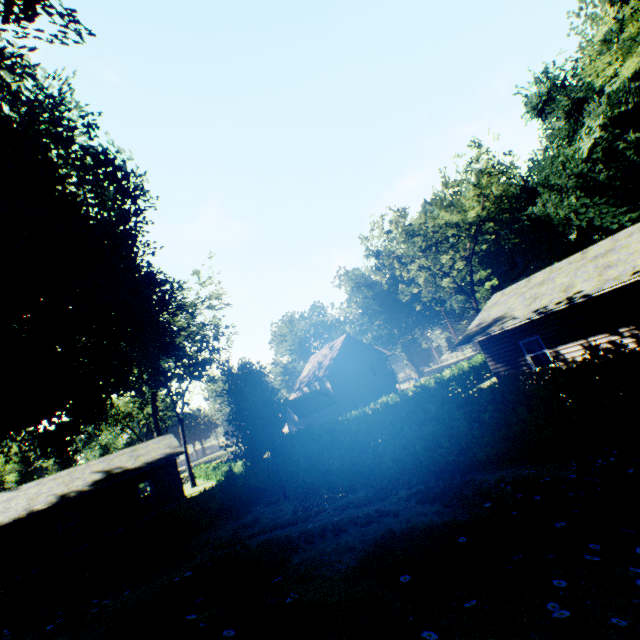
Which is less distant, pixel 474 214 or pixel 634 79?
pixel 474 214

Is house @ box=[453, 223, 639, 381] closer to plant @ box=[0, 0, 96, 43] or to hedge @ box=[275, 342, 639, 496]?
hedge @ box=[275, 342, 639, 496]

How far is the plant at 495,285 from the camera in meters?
56.3

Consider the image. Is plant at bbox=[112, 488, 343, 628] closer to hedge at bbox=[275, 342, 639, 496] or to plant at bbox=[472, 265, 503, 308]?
hedge at bbox=[275, 342, 639, 496]

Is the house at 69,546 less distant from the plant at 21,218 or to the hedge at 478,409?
the plant at 21,218

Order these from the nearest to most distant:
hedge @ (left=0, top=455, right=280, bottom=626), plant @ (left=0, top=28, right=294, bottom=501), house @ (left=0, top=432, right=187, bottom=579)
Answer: plant @ (left=0, top=28, right=294, bottom=501) → hedge @ (left=0, top=455, right=280, bottom=626) → house @ (left=0, top=432, right=187, bottom=579)

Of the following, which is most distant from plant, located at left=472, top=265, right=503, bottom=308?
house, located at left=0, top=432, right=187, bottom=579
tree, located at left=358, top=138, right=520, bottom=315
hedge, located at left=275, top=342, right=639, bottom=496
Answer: house, located at left=0, top=432, right=187, bottom=579

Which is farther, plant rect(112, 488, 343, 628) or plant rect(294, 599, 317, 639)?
plant rect(112, 488, 343, 628)
